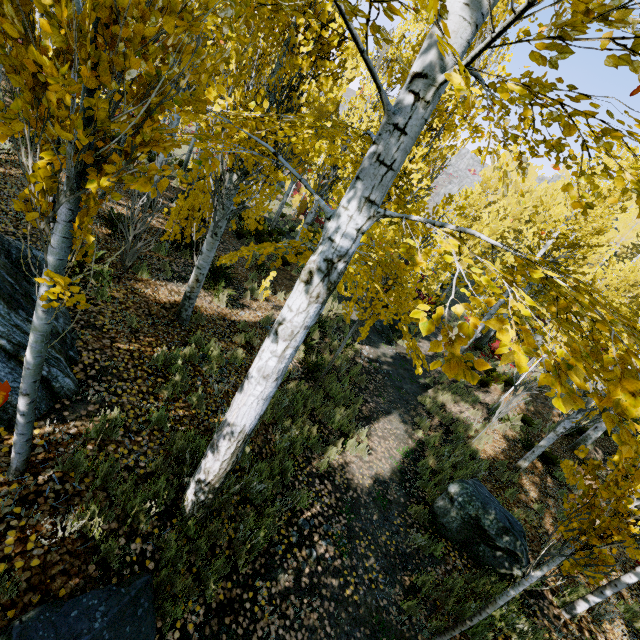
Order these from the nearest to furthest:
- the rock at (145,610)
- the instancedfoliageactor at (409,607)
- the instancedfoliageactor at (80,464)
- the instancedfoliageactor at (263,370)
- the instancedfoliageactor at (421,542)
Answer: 1. the instancedfoliageactor at (263,370)
2. the rock at (145,610)
3. the instancedfoliageactor at (80,464)
4. the instancedfoliageactor at (409,607)
5. the instancedfoliageactor at (421,542)

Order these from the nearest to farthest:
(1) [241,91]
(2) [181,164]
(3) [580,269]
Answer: (1) [241,91] → (2) [181,164] → (3) [580,269]

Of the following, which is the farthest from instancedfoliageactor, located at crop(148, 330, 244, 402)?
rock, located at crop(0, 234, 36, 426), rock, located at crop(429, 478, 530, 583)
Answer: rock, located at crop(429, 478, 530, 583)

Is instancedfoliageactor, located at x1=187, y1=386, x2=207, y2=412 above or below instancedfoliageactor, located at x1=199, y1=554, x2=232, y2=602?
above

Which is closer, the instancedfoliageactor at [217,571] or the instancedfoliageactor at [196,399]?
the instancedfoliageactor at [217,571]

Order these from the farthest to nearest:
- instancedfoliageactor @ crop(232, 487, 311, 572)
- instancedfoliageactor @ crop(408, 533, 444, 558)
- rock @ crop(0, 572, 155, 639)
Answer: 1. instancedfoliageactor @ crop(408, 533, 444, 558)
2. instancedfoliageactor @ crop(232, 487, 311, 572)
3. rock @ crop(0, 572, 155, 639)

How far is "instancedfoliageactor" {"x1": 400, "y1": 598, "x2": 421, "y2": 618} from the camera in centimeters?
449cm

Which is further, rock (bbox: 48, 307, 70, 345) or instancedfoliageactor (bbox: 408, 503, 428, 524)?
instancedfoliageactor (bbox: 408, 503, 428, 524)
